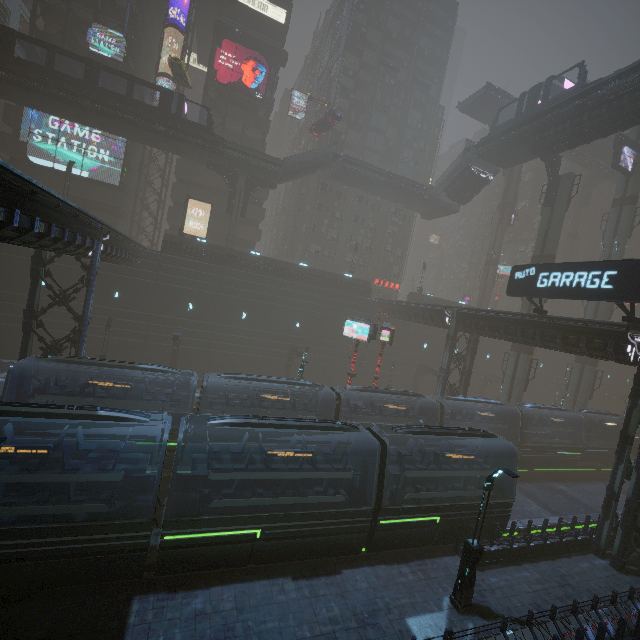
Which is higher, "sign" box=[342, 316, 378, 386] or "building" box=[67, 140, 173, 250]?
"building" box=[67, 140, 173, 250]

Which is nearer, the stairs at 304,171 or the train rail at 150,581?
the train rail at 150,581

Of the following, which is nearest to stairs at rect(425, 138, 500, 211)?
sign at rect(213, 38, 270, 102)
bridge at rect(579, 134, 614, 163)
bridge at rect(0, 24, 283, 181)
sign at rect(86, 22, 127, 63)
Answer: bridge at rect(579, 134, 614, 163)

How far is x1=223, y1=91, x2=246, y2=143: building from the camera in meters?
42.6 m

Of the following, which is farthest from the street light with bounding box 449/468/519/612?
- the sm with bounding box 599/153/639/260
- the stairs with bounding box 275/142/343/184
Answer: the stairs with bounding box 275/142/343/184

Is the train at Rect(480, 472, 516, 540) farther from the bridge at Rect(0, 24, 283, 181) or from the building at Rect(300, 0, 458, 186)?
the bridge at Rect(0, 24, 283, 181)

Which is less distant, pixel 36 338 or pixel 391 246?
pixel 36 338

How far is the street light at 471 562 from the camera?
11.6 meters
